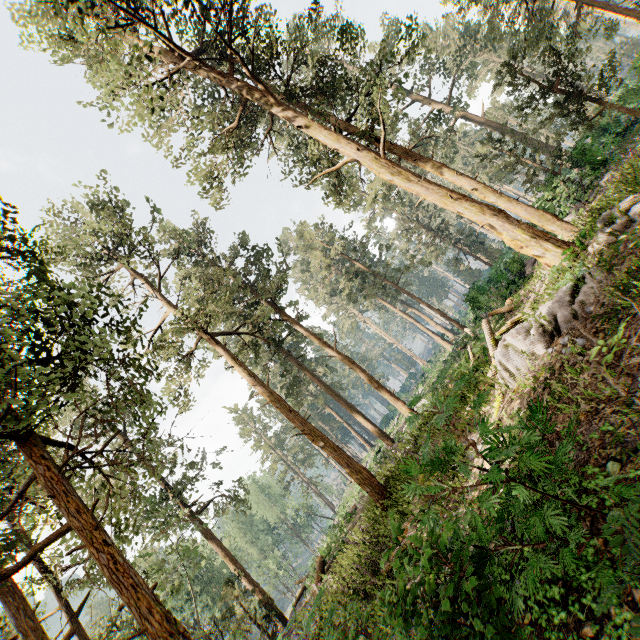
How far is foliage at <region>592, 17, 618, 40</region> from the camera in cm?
1903

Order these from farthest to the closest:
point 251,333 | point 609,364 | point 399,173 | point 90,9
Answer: point 251,333, point 399,173, point 90,9, point 609,364

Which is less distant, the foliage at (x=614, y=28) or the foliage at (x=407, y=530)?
the foliage at (x=407, y=530)

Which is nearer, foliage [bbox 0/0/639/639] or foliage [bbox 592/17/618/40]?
foliage [bbox 0/0/639/639]

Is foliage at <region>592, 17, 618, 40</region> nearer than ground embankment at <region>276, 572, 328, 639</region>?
No

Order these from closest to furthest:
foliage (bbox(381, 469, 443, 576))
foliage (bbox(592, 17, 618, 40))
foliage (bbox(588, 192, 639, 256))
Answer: foliage (bbox(381, 469, 443, 576)), foliage (bbox(588, 192, 639, 256)), foliage (bbox(592, 17, 618, 40))
